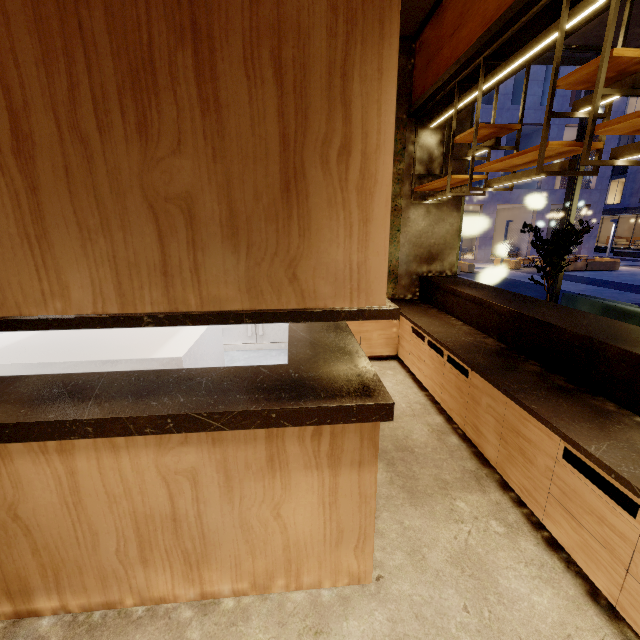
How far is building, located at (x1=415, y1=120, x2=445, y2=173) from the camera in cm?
490

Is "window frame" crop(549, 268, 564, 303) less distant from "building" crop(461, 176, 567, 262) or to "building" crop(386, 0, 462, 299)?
"building" crop(386, 0, 462, 299)

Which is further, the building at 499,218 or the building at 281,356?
the building at 499,218

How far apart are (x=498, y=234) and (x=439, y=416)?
28.2m

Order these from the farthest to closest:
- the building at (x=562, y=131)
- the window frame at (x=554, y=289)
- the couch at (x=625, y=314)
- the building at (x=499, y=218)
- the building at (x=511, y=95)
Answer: the building at (x=499, y=218) → the building at (x=562, y=131) → the building at (x=511, y=95) → the window frame at (x=554, y=289) → the couch at (x=625, y=314)

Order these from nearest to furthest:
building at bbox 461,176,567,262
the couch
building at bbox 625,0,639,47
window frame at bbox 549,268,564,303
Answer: building at bbox 625,0,639,47 < the couch < window frame at bbox 549,268,564,303 < building at bbox 461,176,567,262

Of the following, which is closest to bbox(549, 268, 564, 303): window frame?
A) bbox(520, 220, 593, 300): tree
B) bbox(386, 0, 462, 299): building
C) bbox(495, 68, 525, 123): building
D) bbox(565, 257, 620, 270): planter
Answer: bbox(386, 0, 462, 299): building

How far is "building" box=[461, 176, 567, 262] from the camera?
22.11m
